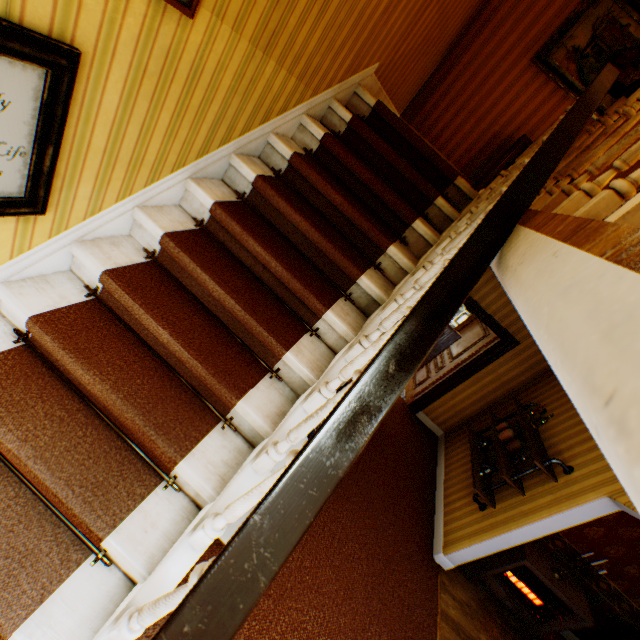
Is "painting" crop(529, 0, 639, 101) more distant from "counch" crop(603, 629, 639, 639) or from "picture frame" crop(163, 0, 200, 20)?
"counch" crop(603, 629, 639, 639)

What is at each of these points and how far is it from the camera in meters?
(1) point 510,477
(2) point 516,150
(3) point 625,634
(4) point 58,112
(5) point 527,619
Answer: (1) shelf, 4.1
(2) heater, 4.2
(3) counch, 4.3
(4) picture frame, 1.3
(5) heater, 4.5

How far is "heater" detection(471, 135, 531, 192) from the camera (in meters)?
4.16

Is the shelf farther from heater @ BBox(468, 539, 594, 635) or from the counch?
the counch

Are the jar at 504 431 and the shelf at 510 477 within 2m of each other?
Result: yes

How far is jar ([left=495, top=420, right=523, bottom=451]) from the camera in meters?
4.5 m

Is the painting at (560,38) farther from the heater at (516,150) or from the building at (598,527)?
the heater at (516,150)

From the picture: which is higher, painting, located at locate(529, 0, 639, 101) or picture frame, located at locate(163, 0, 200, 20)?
painting, located at locate(529, 0, 639, 101)
